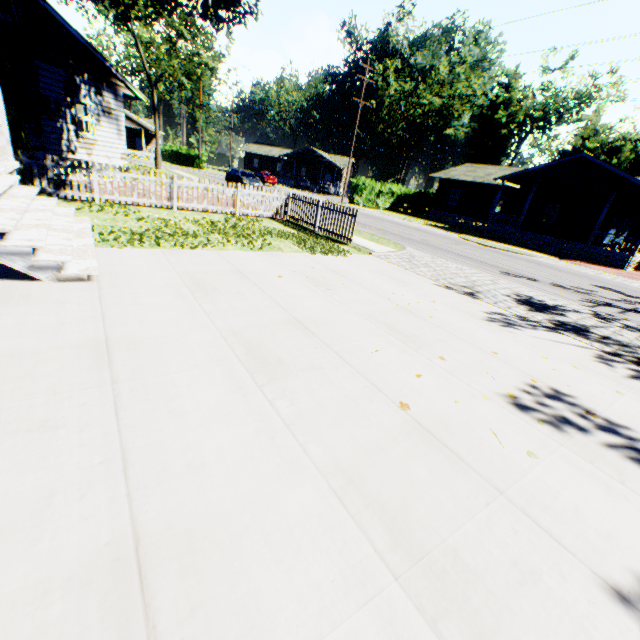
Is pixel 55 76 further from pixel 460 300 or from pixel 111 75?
pixel 460 300

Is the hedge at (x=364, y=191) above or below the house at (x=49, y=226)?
above

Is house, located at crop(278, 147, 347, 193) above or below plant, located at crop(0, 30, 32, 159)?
above

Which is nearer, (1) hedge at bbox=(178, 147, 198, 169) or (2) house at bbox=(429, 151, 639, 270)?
(2) house at bbox=(429, 151, 639, 270)

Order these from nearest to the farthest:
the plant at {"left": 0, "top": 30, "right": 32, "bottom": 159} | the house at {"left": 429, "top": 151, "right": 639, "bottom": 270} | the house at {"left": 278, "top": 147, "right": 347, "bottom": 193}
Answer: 1. the plant at {"left": 0, "top": 30, "right": 32, "bottom": 159}
2. the house at {"left": 429, "top": 151, "right": 639, "bottom": 270}
3. the house at {"left": 278, "top": 147, "right": 347, "bottom": 193}

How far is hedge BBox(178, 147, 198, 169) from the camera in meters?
51.6 m

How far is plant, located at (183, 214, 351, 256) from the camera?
9.58m

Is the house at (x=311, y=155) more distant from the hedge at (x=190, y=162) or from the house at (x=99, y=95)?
the house at (x=99, y=95)
